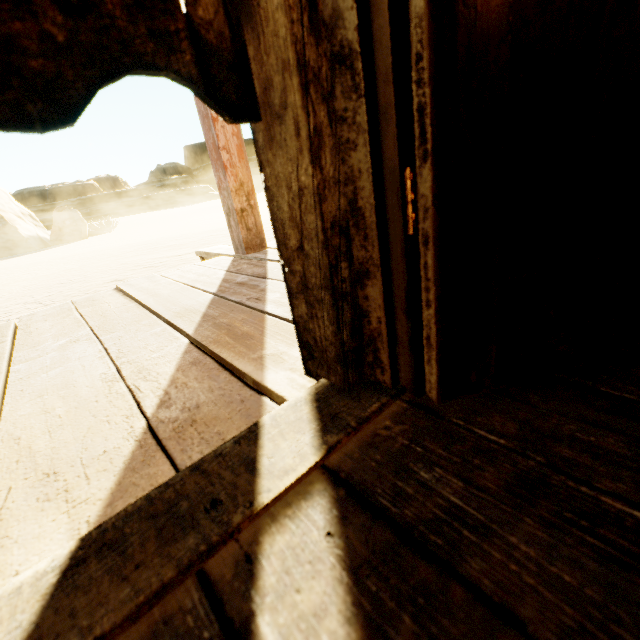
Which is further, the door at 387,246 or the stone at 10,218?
the stone at 10,218

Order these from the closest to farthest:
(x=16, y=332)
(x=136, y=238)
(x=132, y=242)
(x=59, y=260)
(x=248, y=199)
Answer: (x=16, y=332)
(x=248, y=199)
(x=59, y=260)
(x=132, y=242)
(x=136, y=238)

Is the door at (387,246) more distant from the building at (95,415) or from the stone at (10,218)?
the stone at (10,218)

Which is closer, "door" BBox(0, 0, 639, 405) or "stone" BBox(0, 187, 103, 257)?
"door" BBox(0, 0, 639, 405)

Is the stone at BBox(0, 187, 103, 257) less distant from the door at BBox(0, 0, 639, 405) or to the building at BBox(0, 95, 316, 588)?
the building at BBox(0, 95, 316, 588)

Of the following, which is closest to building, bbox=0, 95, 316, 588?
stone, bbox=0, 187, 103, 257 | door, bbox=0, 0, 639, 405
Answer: door, bbox=0, 0, 639, 405

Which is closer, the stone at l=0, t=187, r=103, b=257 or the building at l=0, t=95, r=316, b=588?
the building at l=0, t=95, r=316, b=588
